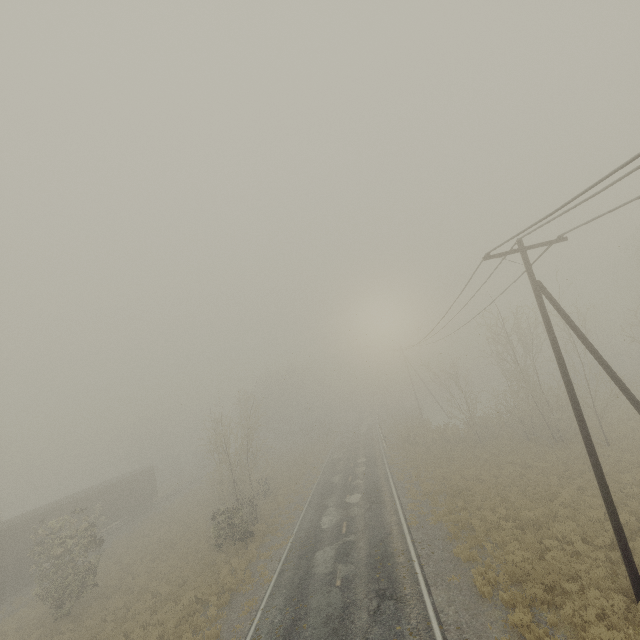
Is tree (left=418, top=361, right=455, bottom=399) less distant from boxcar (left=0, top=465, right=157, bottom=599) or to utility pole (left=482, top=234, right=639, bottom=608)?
utility pole (left=482, top=234, right=639, bottom=608)

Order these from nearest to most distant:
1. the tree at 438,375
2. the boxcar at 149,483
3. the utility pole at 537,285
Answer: the utility pole at 537,285, the boxcar at 149,483, the tree at 438,375

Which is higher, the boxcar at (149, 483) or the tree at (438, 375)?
the tree at (438, 375)

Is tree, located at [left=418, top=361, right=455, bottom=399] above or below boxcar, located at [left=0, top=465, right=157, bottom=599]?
above

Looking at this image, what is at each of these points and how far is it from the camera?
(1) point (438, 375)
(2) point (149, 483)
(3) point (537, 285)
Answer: (1) tree, 34.2m
(2) boxcar, 38.4m
(3) utility pole, 11.9m

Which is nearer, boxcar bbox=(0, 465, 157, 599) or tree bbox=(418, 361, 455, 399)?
boxcar bbox=(0, 465, 157, 599)

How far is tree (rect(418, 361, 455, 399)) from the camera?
33.1m
